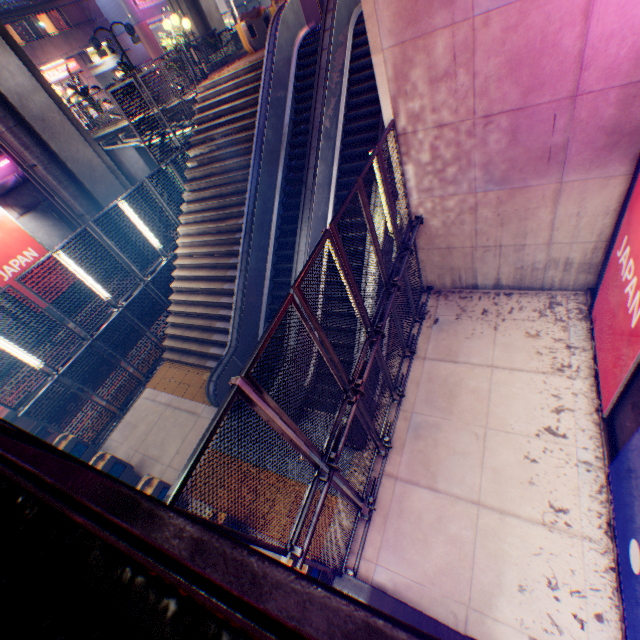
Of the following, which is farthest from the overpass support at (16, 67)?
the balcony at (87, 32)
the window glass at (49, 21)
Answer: the window glass at (49, 21)

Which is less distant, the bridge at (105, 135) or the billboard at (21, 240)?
the billboard at (21, 240)

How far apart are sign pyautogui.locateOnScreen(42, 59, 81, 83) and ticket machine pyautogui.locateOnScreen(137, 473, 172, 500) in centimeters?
3172cm

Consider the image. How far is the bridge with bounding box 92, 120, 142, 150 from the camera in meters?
15.9

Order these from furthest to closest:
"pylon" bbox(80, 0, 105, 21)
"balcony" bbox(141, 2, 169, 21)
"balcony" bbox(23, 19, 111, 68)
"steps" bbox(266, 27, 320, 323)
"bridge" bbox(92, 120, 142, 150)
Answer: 1. "balcony" bbox(141, 2, 169, 21)
2. "pylon" bbox(80, 0, 105, 21)
3. "balcony" bbox(23, 19, 111, 68)
4. "bridge" bbox(92, 120, 142, 150)
5. "steps" bbox(266, 27, 320, 323)

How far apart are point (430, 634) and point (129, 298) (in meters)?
11.69

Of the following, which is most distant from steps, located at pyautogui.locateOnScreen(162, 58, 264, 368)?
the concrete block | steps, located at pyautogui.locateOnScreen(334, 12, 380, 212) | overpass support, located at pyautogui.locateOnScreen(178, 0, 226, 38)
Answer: the concrete block

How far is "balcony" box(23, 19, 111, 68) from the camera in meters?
23.0
